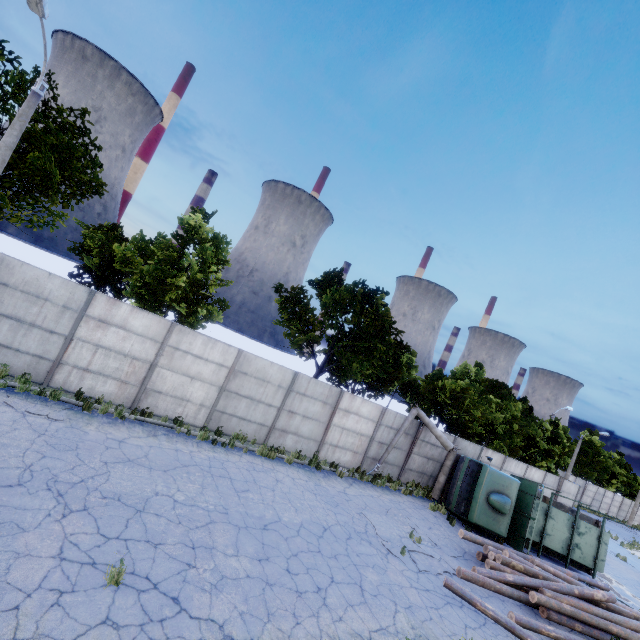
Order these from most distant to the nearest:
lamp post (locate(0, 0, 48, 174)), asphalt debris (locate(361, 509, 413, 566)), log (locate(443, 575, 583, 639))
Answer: asphalt debris (locate(361, 509, 413, 566))
log (locate(443, 575, 583, 639))
lamp post (locate(0, 0, 48, 174))

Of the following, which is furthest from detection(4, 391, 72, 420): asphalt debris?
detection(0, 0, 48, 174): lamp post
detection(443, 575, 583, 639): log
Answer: detection(443, 575, 583, 639): log

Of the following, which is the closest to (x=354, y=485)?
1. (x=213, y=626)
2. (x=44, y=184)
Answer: (x=213, y=626)

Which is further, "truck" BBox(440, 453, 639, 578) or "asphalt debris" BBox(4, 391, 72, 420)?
"truck" BBox(440, 453, 639, 578)

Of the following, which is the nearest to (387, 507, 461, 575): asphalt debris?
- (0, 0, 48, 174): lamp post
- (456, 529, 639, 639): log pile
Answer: (456, 529, 639, 639): log pile

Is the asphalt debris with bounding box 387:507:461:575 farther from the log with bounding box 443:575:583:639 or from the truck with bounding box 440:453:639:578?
the truck with bounding box 440:453:639:578

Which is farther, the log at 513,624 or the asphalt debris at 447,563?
the asphalt debris at 447,563

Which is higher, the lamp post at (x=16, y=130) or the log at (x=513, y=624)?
the lamp post at (x=16, y=130)
